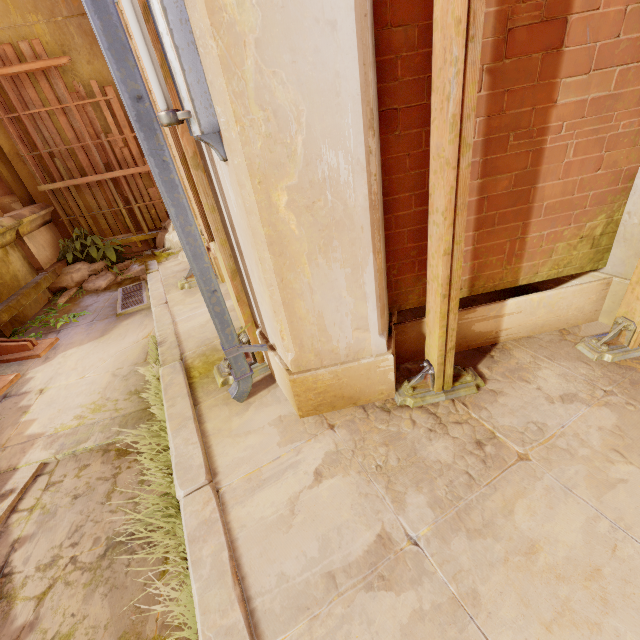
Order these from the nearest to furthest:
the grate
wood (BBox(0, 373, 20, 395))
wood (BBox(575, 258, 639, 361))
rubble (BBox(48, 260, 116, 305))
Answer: wood (BBox(575, 258, 639, 361)) → wood (BBox(0, 373, 20, 395)) → the grate → rubble (BBox(48, 260, 116, 305))

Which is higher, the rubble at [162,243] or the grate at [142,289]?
the rubble at [162,243]

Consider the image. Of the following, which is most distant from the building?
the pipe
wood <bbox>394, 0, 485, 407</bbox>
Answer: wood <bbox>394, 0, 485, 407</bbox>

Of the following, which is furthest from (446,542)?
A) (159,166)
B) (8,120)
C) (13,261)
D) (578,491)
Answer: (8,120)

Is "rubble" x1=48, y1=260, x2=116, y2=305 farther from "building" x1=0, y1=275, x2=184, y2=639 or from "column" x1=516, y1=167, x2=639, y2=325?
"column" x1=516, y1=167, x2=639, y2=325

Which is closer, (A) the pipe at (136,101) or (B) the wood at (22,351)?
(A) the pipe at (136,101)

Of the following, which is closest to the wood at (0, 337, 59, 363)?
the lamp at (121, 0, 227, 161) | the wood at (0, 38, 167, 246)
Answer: the wood at (0, 38, 167, 246)

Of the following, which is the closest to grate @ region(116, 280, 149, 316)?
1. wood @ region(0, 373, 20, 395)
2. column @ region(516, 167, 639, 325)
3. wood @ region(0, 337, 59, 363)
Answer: wood @ region(0, 337, 59, 363)
